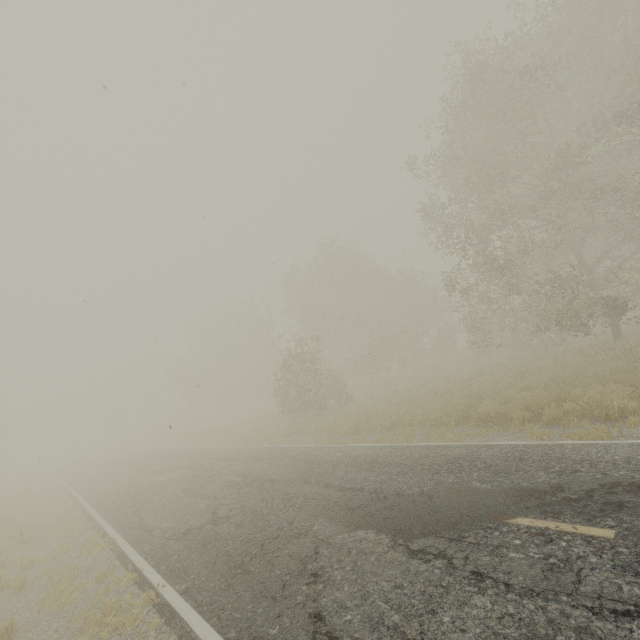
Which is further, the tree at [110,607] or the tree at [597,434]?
the tree at [597,434]

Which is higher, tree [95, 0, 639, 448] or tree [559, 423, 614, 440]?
tree [95, 0, 639, 448]

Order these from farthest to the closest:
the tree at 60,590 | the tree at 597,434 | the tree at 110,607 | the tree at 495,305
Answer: the tree at 495,305 → the tree at 597,434 → the tree at 60,590 → the tree at 110,607

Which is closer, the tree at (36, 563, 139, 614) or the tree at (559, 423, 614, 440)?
the tree at (36, 563, 139, 614)

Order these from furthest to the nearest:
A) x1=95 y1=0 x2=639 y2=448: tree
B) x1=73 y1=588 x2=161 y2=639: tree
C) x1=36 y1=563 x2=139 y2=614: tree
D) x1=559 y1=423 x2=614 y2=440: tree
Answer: x1=95 y1=0 x2=639 y2=448: tree, x1=559 y1=423 x2=614 y2=440: tree, x1=36 y1=563 x2=139 y2=614: tree, x1=73 y1=588 x2=161 y2=639: tree

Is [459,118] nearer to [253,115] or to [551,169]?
[551,169]
